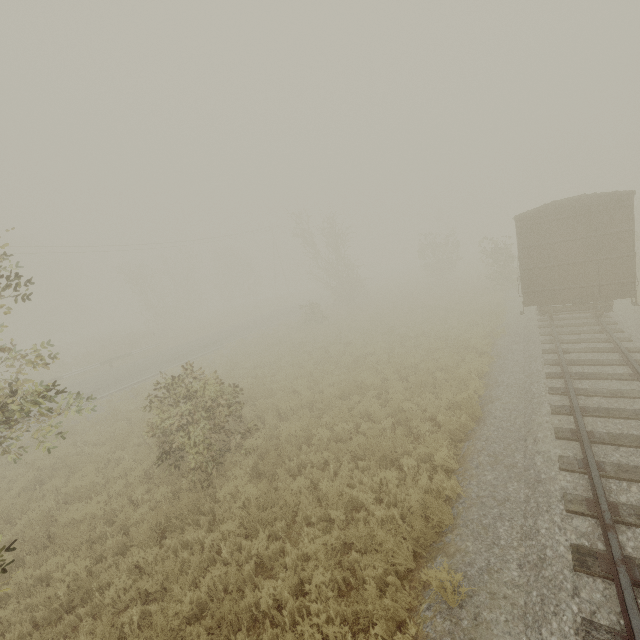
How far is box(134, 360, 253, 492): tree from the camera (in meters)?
8.30

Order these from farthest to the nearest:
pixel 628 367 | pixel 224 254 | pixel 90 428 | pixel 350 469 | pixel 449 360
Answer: pixel 224 254 → pixel 90 428 → pixel 449 360 → pixel 628 367 → pixel 350 469

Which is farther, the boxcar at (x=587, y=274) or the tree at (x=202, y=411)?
the boxcar at (x=587, y=274)

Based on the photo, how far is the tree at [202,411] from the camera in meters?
8.3

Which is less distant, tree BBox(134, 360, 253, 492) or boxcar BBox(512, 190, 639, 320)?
tree BBox(134, 360, 253, 492)
